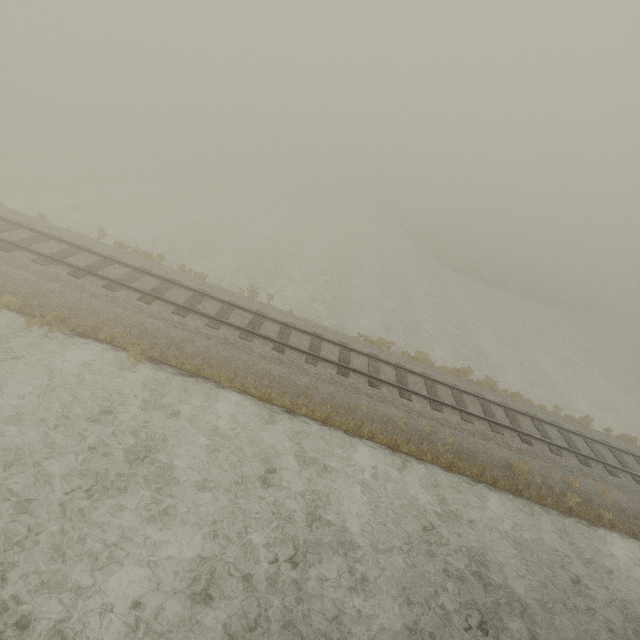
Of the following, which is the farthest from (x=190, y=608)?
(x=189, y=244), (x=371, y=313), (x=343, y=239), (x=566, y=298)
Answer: (x=566, y=298)
